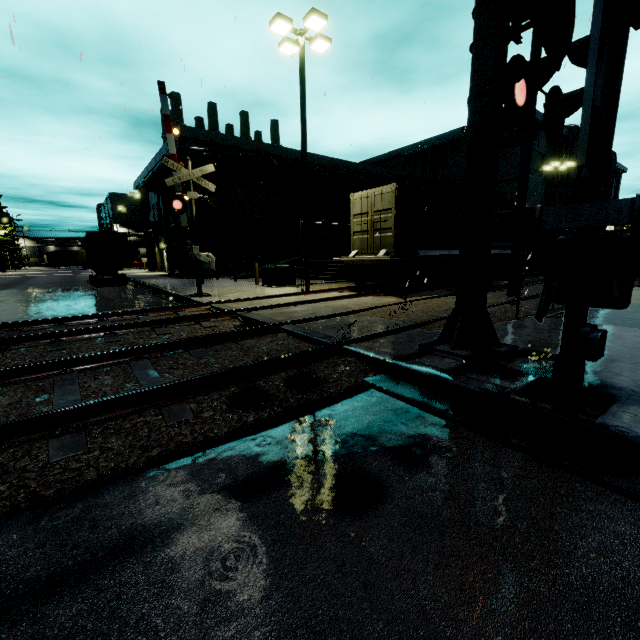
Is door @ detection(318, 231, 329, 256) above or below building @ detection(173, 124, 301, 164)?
below

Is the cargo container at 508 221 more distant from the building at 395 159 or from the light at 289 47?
the light at 289 47

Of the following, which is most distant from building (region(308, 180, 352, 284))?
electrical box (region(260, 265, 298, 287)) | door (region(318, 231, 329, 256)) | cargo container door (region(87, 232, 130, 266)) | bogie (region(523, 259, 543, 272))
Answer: cargo container door (region(87, 232, 130, 266))

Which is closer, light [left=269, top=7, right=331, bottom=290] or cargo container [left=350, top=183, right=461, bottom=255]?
light [left=269, top=7, right=331, bottom=290]

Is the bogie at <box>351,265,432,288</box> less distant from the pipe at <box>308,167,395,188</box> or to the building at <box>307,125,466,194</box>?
the building at <box>307,125,466,194</box>

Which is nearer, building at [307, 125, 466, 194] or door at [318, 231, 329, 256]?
building at [307, 125, 466, 194]

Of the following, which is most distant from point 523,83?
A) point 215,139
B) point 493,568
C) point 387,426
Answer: point 215,139

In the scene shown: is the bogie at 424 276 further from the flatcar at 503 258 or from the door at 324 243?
the door at 324 243
